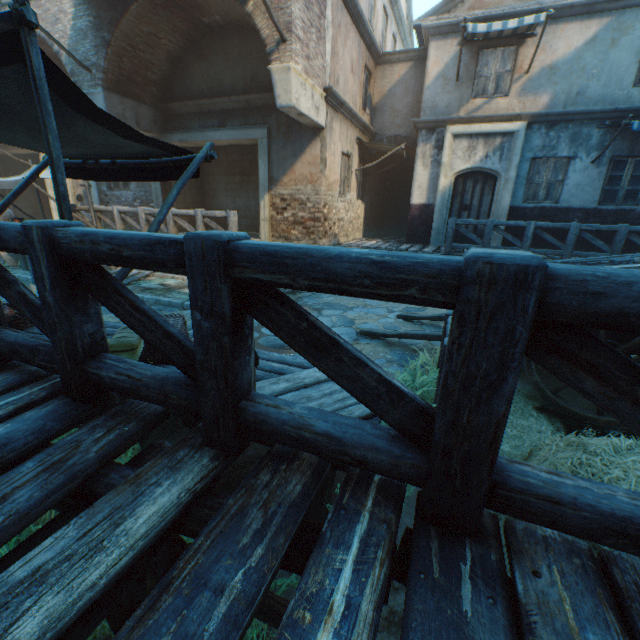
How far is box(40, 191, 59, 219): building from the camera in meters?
13.2 m

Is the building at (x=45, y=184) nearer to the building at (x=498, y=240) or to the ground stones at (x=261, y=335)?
the building at (x=498, y=240)

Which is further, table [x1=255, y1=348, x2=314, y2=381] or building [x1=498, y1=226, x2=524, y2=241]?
building [x1=498, y1=226, x2=524, y2=241]

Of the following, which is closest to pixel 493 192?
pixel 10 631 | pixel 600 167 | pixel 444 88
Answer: pixel 600 167

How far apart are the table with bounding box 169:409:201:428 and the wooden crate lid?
0.01m

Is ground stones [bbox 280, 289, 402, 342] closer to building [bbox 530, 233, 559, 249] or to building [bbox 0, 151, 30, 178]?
building [bbox 530, 233, 559, 249]

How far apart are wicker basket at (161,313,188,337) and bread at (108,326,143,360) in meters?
0.1

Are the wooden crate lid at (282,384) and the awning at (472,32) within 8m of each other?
no
